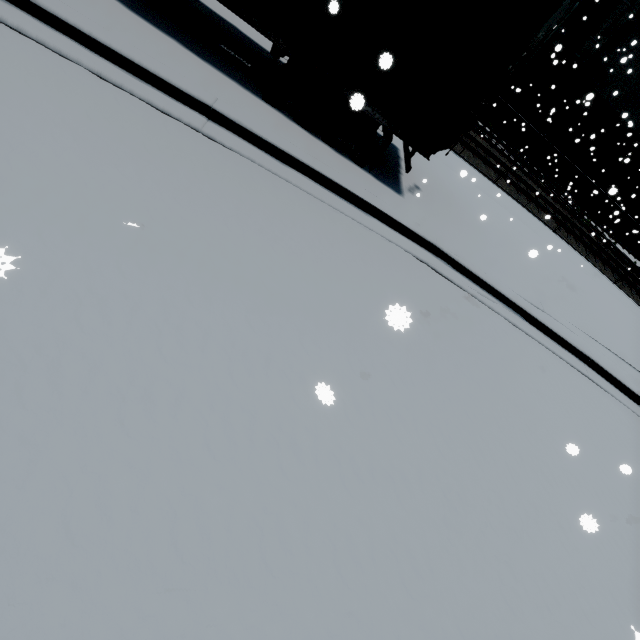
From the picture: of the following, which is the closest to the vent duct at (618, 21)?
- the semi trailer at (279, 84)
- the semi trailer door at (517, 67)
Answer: the semi trailer at (279, 84)

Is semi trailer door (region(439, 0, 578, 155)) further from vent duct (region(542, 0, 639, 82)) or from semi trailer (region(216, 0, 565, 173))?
vent duct (region(542, 0, 639, 82))

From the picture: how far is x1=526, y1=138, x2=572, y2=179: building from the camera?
23.8 meters

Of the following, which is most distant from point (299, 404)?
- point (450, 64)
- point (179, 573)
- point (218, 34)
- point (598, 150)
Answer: point (598, 150)

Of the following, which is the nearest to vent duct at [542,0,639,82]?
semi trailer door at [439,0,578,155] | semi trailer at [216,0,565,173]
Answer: semi trailer at [216,0,565,173]

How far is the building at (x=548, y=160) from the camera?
23.78m

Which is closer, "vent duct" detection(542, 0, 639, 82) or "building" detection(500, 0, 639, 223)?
"vent duct" detection(542, 0, 639, 82)
